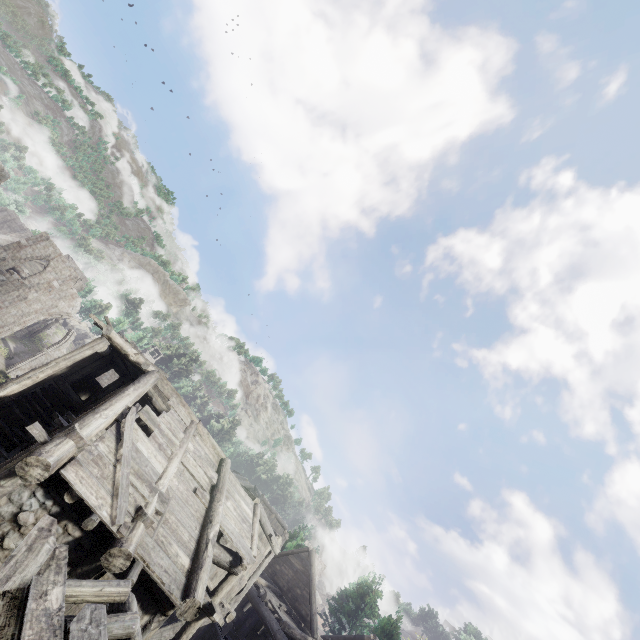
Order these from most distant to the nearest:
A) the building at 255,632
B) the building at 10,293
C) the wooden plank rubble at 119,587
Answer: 1. the building at 10,293
2. the building at 255,632
3. the wooden plank rubble at 119,587

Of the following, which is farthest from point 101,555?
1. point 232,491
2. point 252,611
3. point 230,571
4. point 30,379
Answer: point 252,611

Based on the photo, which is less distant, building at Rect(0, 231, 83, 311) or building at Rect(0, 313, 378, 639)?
building at Rect(0, 313, 378, 639)

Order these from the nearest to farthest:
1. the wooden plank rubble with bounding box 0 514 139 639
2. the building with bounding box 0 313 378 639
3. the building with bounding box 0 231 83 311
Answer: the wooden plank rubble with bounding box 0 514 139 639, the building with bounding box 0 313 378 639, the building with bounding box 0 231 83 311

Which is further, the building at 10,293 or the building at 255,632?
the building at 10,293

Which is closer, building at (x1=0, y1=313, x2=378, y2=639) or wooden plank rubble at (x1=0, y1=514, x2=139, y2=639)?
wooden plank rubble at (x1=0, y1=514, x2=139, y2=639)
